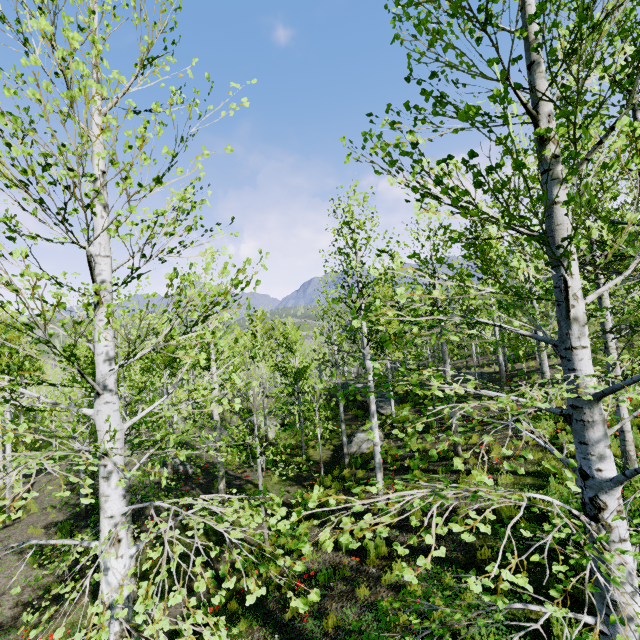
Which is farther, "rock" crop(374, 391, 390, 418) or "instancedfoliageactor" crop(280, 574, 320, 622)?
"rock" crop(374, 391, 390, 418)

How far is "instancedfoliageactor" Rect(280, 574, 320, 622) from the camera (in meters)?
2.24

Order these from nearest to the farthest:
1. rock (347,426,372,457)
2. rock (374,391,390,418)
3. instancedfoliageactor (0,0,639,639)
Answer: instancedfoliageactor (0,0,639,639)
rock (347,426,372,457)
rock (374,391,390,418)

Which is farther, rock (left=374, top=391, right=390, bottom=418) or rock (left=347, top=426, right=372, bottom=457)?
rock (left=374, top=391, right=390, bottom=418)

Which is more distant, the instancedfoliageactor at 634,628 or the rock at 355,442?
the rock at 355,442

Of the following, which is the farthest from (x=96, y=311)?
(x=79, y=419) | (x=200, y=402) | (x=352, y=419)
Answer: (x=352, y=419)

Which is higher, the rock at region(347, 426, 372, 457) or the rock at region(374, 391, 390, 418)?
the rock at region(374, 391, 390, 418)
